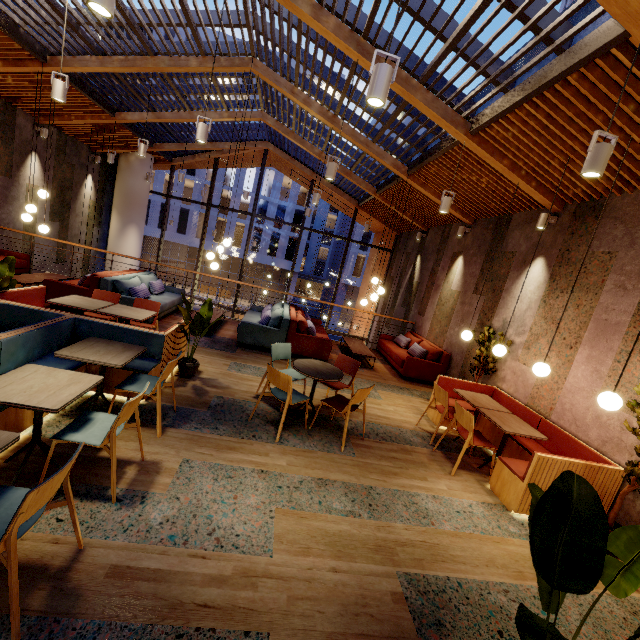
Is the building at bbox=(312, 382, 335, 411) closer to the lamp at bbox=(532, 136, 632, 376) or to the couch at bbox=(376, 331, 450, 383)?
the couch at bbox=(376, 331, 450, 383)

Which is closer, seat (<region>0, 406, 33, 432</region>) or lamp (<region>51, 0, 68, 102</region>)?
seat (<region>0, 406, 33, 432</region>)

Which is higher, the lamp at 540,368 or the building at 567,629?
the lamp at 540,368

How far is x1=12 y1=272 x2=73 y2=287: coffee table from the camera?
6.92m

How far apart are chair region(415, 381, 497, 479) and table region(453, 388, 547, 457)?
0.21m

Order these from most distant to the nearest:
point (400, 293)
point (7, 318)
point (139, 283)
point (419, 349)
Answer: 1. point (400, 293)
2. point (419, 349)
3. point (139, 283)
4. point (7, 318)

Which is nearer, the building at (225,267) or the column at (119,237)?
the column at (119,237)

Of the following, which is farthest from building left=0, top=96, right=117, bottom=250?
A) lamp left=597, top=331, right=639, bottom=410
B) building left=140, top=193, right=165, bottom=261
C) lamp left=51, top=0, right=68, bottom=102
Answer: building left=140, top=193, right=165, bottom=261
